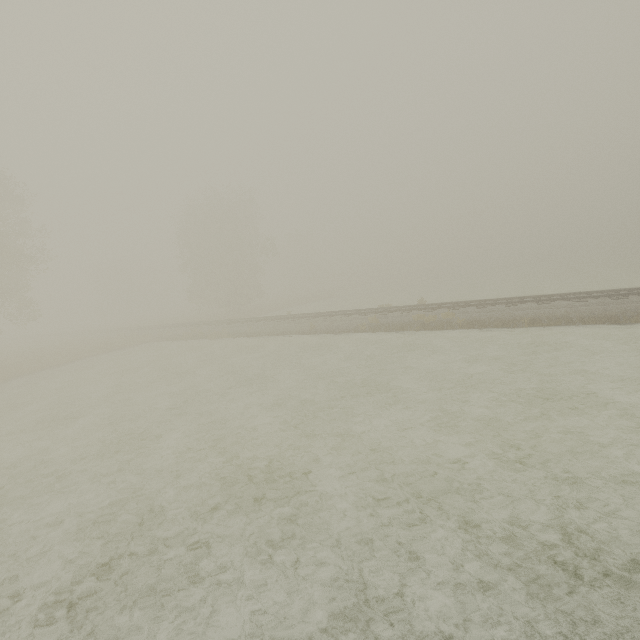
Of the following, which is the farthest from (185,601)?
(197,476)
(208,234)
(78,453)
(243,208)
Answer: (243,208)
